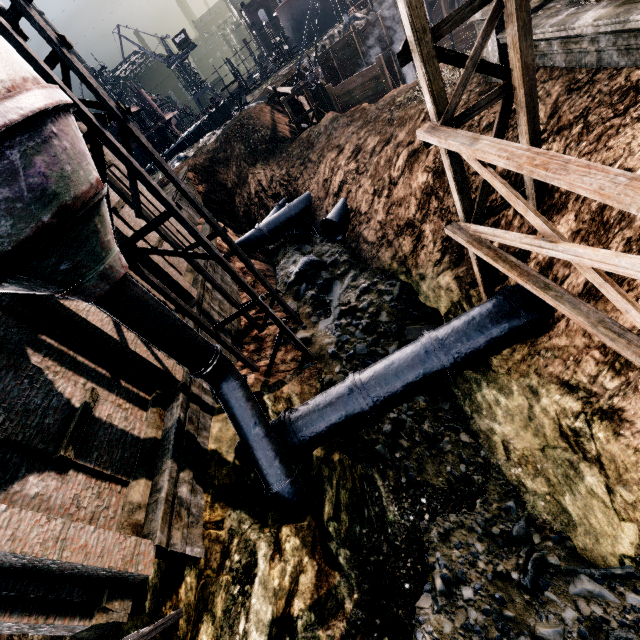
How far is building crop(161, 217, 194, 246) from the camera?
19.94m

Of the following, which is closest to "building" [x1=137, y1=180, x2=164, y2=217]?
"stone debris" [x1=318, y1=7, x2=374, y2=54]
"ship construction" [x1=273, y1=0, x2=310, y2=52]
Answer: "stone debris" [x1=318, y1=7, x2=374, y2=54]

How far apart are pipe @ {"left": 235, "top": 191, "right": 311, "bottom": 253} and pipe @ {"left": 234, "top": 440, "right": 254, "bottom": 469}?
16.57m

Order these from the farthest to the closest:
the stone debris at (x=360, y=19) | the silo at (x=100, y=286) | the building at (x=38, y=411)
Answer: the stone debris at (x=360, y=19)
the building at (x=38, y=411)
the silo at (x=100, y=286)

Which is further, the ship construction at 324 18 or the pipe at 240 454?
the ship construction at 324 18

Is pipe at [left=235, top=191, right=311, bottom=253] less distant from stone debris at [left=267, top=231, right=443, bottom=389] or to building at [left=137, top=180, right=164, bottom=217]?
stone debris at [left=267, top=231, right=443, bottom=389]

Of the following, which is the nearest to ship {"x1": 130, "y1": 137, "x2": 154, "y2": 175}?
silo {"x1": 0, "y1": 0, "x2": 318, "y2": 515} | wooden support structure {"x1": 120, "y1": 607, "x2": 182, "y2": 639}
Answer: silo {"x1": 0, "y1": 0, "x2": 318, "y2": 515}

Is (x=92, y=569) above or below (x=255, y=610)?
above
